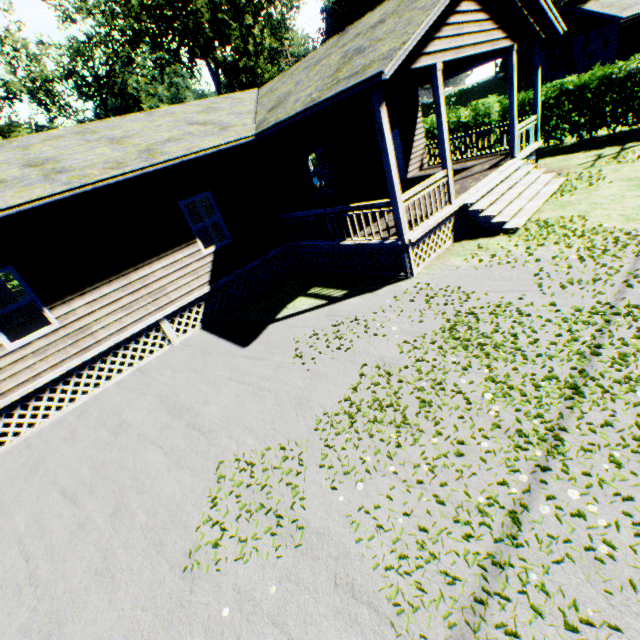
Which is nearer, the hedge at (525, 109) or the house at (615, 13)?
the house at (615, 13)

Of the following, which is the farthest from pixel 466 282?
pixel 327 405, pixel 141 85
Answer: pixel 141 85

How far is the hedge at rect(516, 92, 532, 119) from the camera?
15.62m

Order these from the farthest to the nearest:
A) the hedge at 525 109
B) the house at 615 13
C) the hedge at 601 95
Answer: the hedge at 525 109 < the hedge at 601 95 < the house at 615 13

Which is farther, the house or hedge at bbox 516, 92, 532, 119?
hedge at bbox 516, 92, 532, 119

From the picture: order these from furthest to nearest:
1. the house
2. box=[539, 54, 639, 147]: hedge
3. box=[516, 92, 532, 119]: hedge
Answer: box=[516, 92, 532, 119]: hedge
box=[539, 54, 639, 147]: hedge
the house

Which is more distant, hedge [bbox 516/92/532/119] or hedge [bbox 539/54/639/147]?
hedge [bbox 516/92/532/119]
